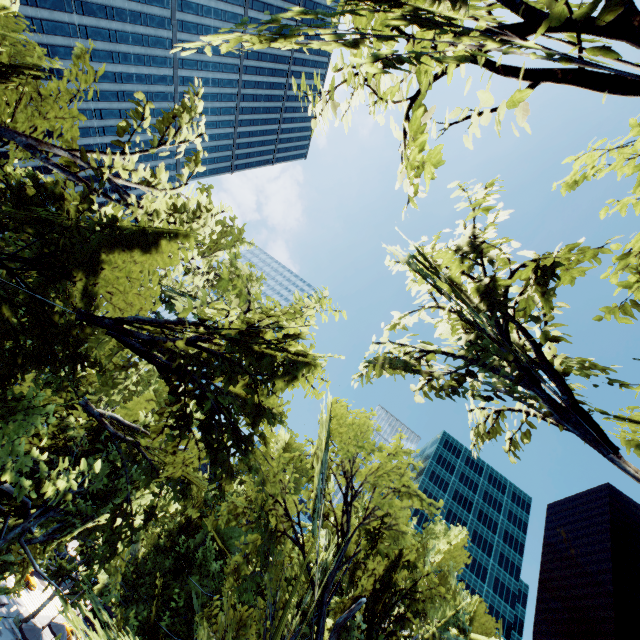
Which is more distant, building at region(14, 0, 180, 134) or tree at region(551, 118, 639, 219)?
building at region(14, 0, 180, 134)

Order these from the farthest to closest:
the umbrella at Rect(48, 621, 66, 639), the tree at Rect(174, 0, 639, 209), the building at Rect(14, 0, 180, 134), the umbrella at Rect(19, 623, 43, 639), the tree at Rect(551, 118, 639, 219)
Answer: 1. the building at Rect(14, 0, 180, 134)
2. the umbrella at Rect(48, 621, 66, 639)
3. the umbrella at Rect(19, 623, 43, 639)
4. the tree at Rect(551, 118, 639, 219)
5. the tree at Rect(174, 0, 639, 209)

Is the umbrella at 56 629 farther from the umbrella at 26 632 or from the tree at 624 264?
the umbrella at 26 632

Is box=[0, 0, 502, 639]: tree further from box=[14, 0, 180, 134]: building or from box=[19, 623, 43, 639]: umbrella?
box=[14, 0, 180, 134]: building

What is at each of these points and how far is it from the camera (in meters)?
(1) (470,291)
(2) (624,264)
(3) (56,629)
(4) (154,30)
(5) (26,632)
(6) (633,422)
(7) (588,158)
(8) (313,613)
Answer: (1) tree, 7.30
(2) tree, 6.34
(3) umbrella, 32.41
(4) building, 59.47
(5) umbrella, 26.30
(6) tree, 5.54
(7) tree, 7.51
(8) tree, 8.70

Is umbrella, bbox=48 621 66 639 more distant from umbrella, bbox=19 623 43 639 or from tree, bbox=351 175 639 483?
umbrella, bbox=19 623 43 639

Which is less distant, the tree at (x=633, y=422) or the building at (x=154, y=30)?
the tree at (x=633, y=422)

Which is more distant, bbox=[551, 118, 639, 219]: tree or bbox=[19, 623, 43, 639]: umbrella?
bbox=[19, 623, 43, 639]: umbrella
